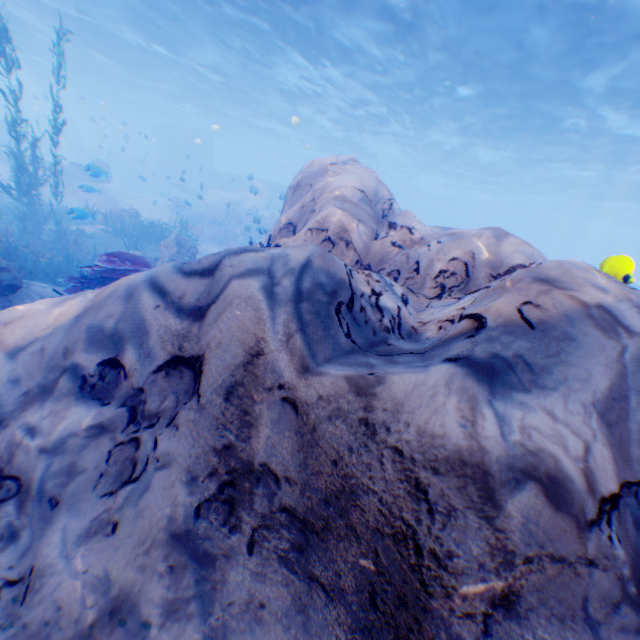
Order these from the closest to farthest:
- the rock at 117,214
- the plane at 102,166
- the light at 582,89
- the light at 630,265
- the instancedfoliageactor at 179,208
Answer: the light at 630,265 < the plane at 102,166 < the light at 582,89 < the rock at 117,214 < the instancedfoliageactor at 179,208

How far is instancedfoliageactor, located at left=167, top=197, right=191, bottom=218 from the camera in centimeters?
2544cm

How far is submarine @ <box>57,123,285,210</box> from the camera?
39.8 meters

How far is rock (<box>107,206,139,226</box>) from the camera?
18.2 meters

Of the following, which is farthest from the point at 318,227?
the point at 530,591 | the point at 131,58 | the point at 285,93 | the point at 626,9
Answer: the point at 131,58

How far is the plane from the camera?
11.17m

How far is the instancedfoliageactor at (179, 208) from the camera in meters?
25.4

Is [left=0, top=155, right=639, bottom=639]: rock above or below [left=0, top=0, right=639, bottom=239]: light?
below
